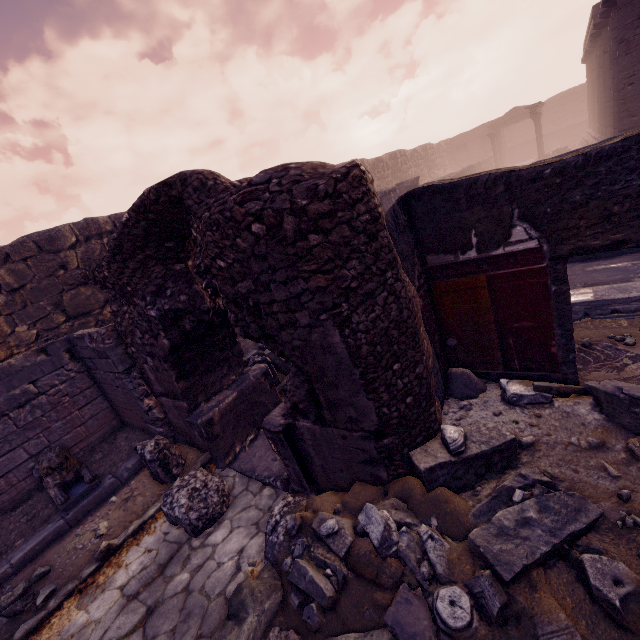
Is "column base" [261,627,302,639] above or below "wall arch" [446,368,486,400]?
below

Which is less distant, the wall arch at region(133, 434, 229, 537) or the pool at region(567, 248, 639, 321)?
the wall arch at region(133, 434, 229, 537)

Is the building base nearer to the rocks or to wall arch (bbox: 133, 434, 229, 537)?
wall arch (bbox: 133, 434, 229, 537)

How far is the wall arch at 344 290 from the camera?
2.5 meters

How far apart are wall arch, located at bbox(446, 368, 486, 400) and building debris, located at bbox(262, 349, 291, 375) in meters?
3.9

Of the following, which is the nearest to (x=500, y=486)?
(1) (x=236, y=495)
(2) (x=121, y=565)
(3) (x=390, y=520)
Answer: (3) (x=390, y=520)

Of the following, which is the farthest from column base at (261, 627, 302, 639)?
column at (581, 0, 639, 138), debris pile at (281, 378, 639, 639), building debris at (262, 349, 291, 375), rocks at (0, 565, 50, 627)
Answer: column at (581, 0, 639, 138)
